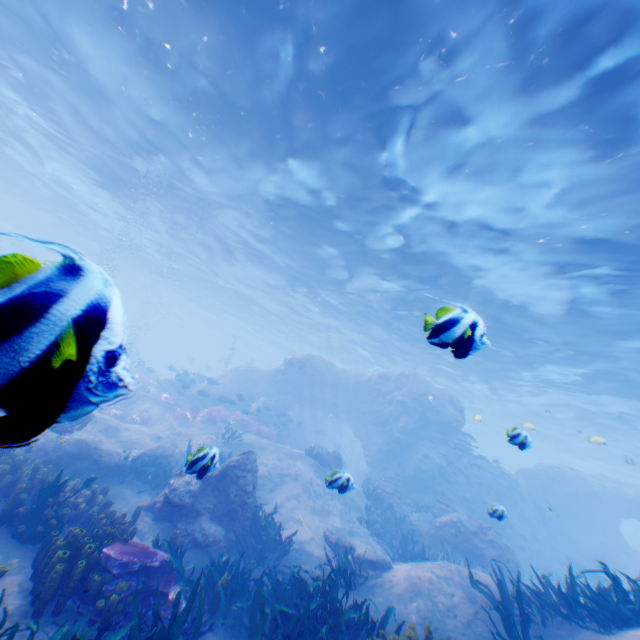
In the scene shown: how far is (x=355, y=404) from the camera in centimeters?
2492cm

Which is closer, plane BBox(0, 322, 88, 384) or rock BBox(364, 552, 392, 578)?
plane BBox(0, 322, 88, 384)

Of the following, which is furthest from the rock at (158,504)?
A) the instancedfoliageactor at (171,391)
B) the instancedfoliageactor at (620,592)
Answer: the instancedfoliageactor at (620,592)

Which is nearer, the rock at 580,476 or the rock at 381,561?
the rock at 381,561

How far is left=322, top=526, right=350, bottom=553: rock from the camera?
10.55m

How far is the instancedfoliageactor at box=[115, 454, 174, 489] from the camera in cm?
975

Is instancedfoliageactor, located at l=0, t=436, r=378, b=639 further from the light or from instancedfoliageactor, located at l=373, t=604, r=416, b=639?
the light

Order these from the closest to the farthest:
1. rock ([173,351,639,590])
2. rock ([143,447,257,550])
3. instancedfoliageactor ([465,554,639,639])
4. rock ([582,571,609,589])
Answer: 1. instancedfoliageactor ([465,554,639,639])
2. rock ([143,447,257,550])
3. rock ([173,351,639,590])
4. rock ([582,571,609,589])
